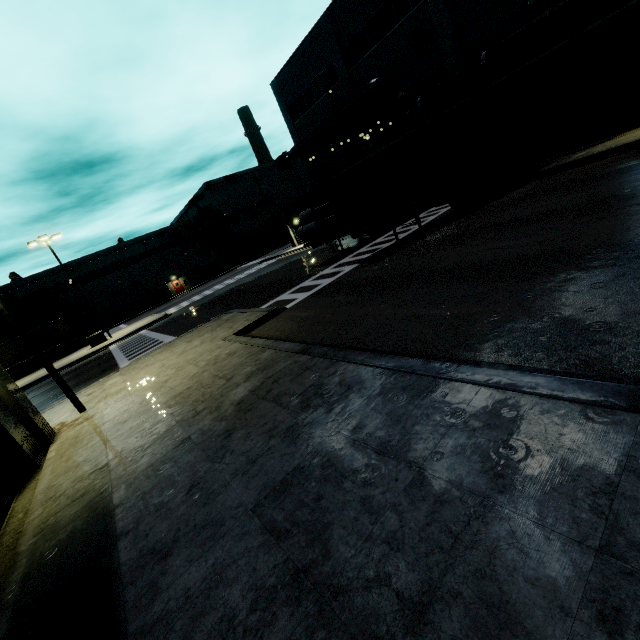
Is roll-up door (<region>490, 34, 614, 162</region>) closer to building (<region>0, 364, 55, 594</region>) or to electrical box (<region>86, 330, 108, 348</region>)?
building (<region>0, 364, 55, 594</region>)

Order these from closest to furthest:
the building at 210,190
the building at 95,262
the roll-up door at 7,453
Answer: the roll-up door at 7,453
the building at 95,262
the building at 210,190

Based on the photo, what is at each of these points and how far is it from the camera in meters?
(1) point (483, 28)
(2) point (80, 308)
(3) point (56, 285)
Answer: (1) building, 17.4
(2) cargo container door, 39.3
(3) building, 46.2

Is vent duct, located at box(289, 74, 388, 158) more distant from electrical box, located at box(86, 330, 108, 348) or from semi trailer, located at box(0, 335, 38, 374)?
electrical box, located at box(86, 330, 108, 348)

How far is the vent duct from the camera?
22.4m

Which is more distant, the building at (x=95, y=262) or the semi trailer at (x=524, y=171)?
the building at (x=95, y=262)

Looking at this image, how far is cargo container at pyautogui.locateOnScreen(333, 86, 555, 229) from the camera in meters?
12.6 m

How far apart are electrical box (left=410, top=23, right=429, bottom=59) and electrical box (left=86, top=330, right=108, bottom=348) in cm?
3253
